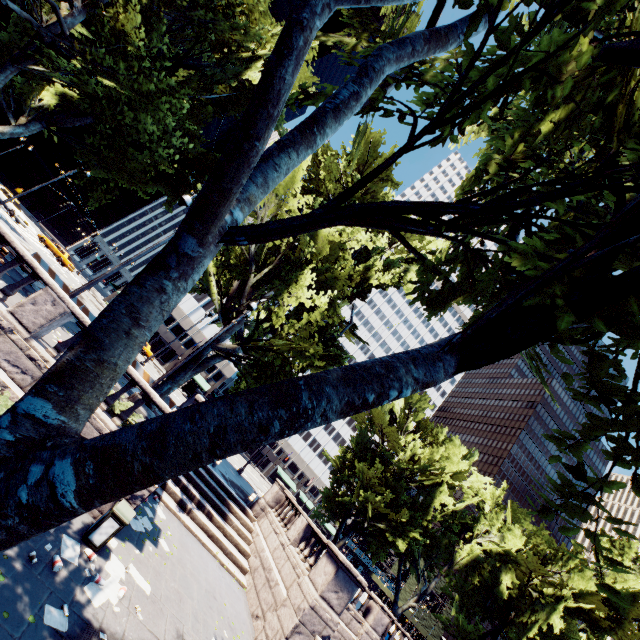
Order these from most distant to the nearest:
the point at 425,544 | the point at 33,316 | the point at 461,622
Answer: the point at 425,544, the point at 461,622, the point at 33,316

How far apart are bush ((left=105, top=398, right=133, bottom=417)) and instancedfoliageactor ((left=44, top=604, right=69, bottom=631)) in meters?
5.0

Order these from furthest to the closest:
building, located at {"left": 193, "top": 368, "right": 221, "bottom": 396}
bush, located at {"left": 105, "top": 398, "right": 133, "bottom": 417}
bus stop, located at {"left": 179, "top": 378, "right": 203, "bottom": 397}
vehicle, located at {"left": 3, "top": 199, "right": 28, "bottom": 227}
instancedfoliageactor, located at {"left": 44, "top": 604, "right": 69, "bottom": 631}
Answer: building, located at {"left": 193, "top": 368, "right": 221, "bottom": 396} → bus stop, located at {"left": 179, "top": 378, "right": 203, "bottom": 397} → vehicle, located at {"left": 3, "top": 199, "right": 28, "bottom": 227} → bush, located at {"left": 105, "top": 398, "right": 133, "bottom": 417} → instancedfoliageactor, located at {"left": 44, "top": 604, "right": 69, "bottom": 631}

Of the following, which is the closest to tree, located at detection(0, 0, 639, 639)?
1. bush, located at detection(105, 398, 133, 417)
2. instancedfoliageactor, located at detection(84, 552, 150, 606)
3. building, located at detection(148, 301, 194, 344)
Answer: building, located at detection(148, 301, 194, 344)

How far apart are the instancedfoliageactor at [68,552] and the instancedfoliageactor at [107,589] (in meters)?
0.26

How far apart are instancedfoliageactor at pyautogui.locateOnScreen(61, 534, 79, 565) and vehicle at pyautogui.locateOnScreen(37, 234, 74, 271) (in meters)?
42.19

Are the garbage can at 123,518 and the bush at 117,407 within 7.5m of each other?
yes

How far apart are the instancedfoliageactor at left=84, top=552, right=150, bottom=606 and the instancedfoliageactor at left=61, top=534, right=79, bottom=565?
0.3 meters
